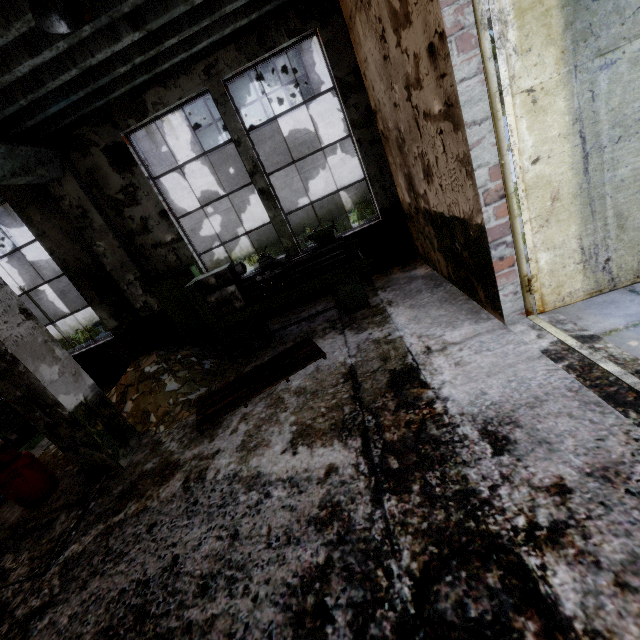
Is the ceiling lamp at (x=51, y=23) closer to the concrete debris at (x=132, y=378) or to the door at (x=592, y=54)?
the door at (x=592, y=54)

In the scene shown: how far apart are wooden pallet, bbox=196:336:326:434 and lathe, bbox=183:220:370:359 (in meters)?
0.49

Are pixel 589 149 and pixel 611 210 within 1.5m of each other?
yes

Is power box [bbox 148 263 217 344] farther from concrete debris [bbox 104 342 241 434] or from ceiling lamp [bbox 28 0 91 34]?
ceiling lamp [bbox 28 0 91 34]

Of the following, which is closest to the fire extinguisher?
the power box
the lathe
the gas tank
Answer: the power box

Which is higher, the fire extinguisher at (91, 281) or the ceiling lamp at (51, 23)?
the ceiling lamp at (51, 23)

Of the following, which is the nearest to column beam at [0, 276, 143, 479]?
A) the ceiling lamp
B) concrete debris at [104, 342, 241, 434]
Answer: concrete debris at [104, 342, 241, 434]

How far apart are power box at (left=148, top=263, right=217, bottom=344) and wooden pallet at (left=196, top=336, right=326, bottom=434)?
1.9 meters
